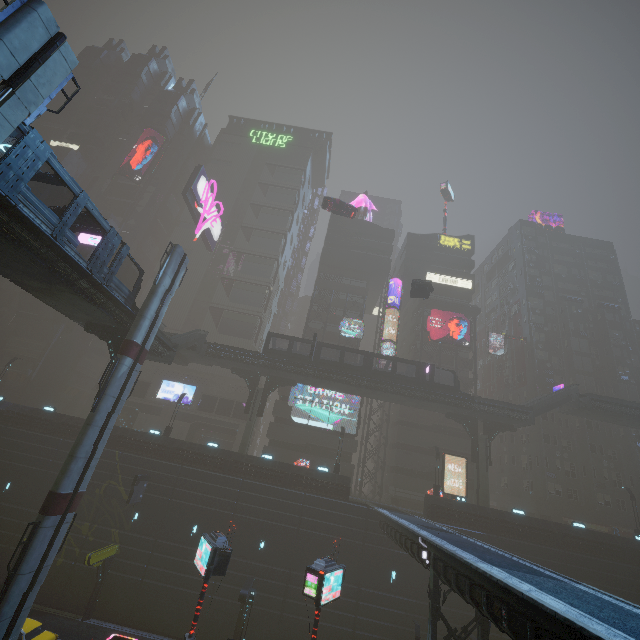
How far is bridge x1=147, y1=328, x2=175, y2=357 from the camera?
25.96m

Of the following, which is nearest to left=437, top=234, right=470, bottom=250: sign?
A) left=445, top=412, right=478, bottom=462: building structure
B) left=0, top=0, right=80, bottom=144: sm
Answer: left=445, top=412, right=478, bottom=462: building structure

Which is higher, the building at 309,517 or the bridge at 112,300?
the bridge at 112,300

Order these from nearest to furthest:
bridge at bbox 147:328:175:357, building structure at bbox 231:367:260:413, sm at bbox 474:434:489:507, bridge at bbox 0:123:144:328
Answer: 1. bridge at bbox 0:123:144:328
2. bridge at bbox 147:328:175:357
3. sm at bbox 474:434:489:507
4. building structure at bbox 231:367:260:413

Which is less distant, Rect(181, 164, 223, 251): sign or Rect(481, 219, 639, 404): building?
Rect(481, 219, 639, 404): building

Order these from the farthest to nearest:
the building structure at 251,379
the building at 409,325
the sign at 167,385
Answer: the building at 409,325
the sign at 167,385
the building structure at 251,379

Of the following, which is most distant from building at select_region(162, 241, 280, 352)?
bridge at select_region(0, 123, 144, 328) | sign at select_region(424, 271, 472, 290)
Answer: bridge at select_region(0, 123, 144, 328)

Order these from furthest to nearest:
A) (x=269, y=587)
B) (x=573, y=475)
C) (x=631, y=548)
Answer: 1. (x=573, y=475)
2. (x=631, y=548)
3. (x=269, y=587)
